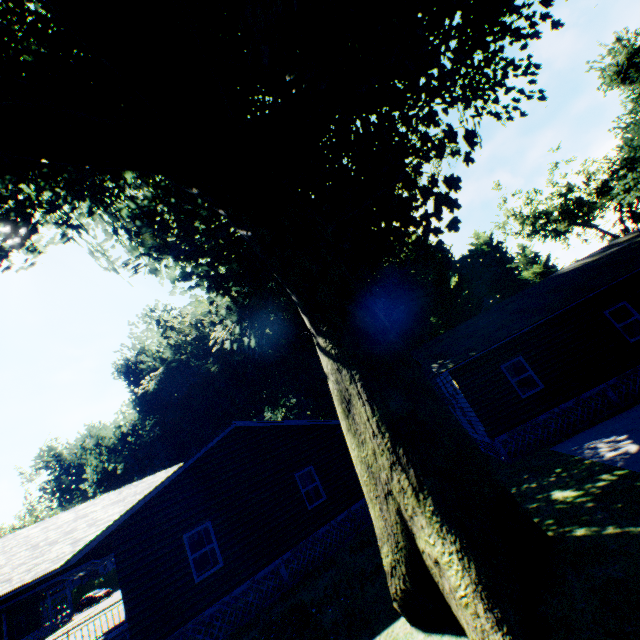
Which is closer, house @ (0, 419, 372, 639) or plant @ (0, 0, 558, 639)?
plant @ (0, 0, 558, 639)

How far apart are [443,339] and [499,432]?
6.33m

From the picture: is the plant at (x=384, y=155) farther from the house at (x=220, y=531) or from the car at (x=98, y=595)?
the car at (x=98, y=595)

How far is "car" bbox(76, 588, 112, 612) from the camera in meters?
44.9

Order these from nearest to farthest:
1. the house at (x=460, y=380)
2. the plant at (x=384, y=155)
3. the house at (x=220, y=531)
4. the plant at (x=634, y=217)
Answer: the plant at (x=384, y=155)
the house at (x=220, y=531)
the house at (x=460, y=380)
the plant at (x=634, y=217)

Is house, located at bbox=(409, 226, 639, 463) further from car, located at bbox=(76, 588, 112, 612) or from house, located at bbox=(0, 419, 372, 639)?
car, located at bbox=(76, 588, 112, 612)

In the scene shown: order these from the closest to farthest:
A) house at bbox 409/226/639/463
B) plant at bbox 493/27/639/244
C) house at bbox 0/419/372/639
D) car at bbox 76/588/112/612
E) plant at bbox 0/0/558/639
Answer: plant at bbox 0/0/558/639
house at bbox 0/419/372/639
house at bbox 409/226/639/463
plant at bbox 493/27/639/244
car at bbox 76/588/112/612

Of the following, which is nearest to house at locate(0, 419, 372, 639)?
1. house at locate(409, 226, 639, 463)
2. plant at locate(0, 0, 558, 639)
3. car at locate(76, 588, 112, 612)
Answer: plant at locate(0, 0, 558, 639)
